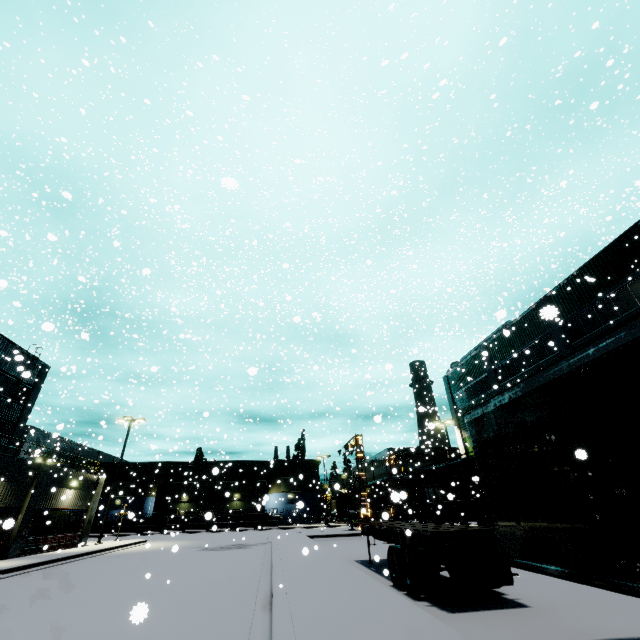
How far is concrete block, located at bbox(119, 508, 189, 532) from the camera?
45.1m

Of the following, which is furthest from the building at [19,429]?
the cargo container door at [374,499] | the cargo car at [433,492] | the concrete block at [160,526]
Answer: the cargo container door at [374,499]

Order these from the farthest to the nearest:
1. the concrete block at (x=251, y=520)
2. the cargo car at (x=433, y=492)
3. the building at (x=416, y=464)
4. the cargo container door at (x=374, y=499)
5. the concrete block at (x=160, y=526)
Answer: the building at (x=416, y=464) → the cargo container door at (x=374, y=499) → the concrete block at (x=251, y=520) → the concrete block at (x=160, y=526) → the cargo car at (x=433, y=492)

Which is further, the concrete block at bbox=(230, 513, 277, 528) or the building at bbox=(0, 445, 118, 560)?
the concrete block at bbox=(230, 513, 277, 528)

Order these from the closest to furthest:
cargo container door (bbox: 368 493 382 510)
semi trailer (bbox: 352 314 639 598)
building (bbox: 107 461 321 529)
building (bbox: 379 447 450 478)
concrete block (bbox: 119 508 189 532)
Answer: semi trailer (bbox: 352 314 639 598) → concrete block (bbox: 119 508 189 532) → building (bbox: 107 461 321 529) → cargo container door (bbox: 368 493 382 510) → building (bbox: 379 447 450 478)

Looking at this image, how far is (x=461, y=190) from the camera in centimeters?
5219cm

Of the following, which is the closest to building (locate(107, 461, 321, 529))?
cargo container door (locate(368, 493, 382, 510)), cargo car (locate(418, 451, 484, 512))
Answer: cargo car (locate(418, 451, 484, 512))
